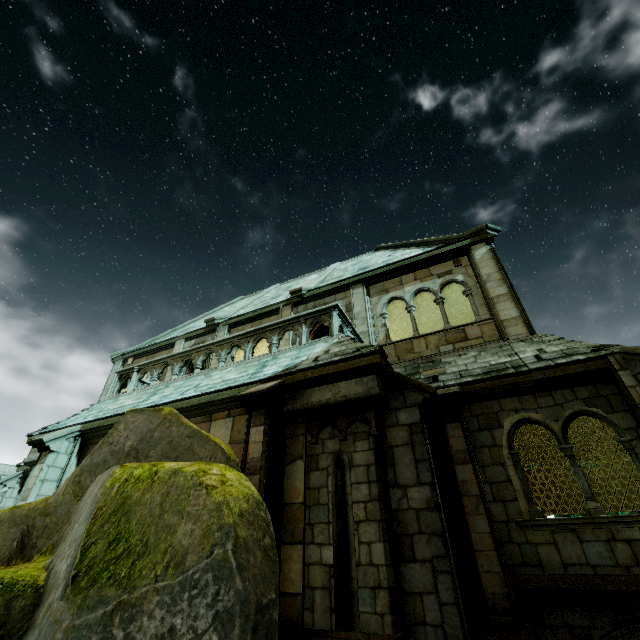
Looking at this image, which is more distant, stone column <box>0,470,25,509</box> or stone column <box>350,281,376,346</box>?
stone column <box>0,470,25,509</box>

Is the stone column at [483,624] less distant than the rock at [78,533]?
No

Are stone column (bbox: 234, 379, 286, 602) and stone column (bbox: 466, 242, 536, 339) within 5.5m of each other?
no

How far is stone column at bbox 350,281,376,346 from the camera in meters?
10.9

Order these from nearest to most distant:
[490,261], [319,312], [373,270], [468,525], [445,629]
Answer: [445,629] < [468,525] < [319,312] < [490,261] < [373,270]

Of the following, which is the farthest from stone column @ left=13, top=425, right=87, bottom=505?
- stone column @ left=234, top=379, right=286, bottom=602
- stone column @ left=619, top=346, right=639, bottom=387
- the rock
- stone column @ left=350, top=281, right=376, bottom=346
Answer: stone column @ left=619, top=346, right=639, bottom=387

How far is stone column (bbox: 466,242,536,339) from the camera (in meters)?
8.83

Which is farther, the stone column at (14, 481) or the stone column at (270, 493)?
the stone column at (14, 481)
